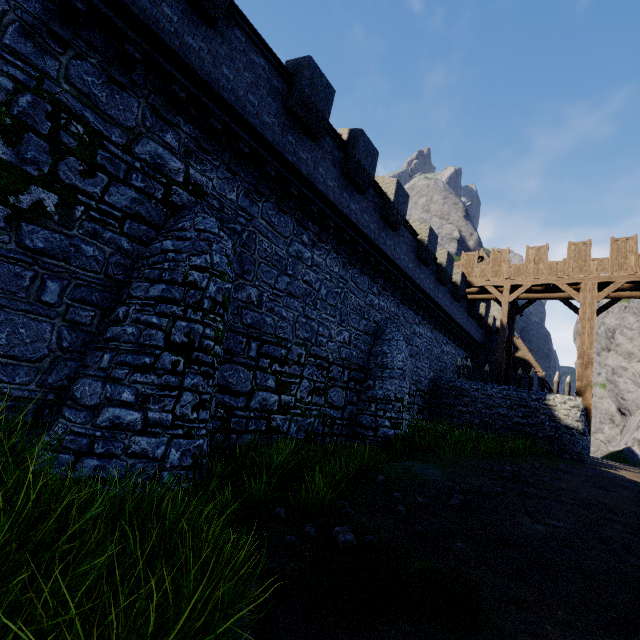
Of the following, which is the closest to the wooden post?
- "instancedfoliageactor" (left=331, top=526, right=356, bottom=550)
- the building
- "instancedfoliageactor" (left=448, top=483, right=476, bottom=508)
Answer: the building

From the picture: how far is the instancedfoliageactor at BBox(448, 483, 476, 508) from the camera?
7.4m

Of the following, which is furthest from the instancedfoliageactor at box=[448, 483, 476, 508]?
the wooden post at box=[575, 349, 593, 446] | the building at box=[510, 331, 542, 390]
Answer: the building at box=[510, 331, 542, 390]

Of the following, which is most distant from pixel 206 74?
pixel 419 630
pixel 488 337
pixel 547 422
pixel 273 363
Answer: pixel 488 337

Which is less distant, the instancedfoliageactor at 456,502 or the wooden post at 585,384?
the instancedfoliageactor at 456,502

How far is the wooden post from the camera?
16.4m

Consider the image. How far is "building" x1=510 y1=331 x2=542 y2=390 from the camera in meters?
27.0 m

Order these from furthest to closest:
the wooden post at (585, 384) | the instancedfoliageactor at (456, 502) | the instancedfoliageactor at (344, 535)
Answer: the wooden post at (585, 384)
the instancedfoliageactor at (456, 502)
the instancedfoliageactor at (344, 535)
